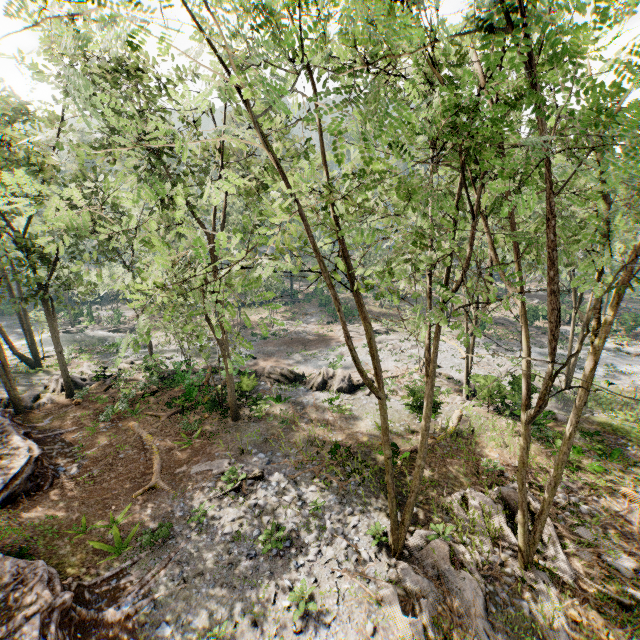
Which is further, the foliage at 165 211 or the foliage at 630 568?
the foliage at 630 568

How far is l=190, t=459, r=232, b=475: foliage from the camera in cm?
1564

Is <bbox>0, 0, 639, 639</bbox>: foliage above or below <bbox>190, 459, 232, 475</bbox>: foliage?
above

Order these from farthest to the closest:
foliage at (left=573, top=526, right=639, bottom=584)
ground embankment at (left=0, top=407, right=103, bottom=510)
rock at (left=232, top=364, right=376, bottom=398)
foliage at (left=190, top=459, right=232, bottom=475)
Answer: rock at (left=232, top=364, right=376, bottom=398), foliage at (left=190, top=459, right=232, bottom=475), ground embankment at (left=0, top=407, right=103, bottom=510), foliage at (left=573, top=526, right=639, bottom=584)

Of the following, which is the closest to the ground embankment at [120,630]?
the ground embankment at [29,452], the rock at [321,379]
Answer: the ground embankment at [29,452]

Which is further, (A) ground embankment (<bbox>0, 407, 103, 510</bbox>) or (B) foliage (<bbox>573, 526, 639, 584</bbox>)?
(A) ground embankment (<bbox>0, 407, 103, 510</bbox>)

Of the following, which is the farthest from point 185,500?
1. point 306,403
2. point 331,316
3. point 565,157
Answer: point 331,316

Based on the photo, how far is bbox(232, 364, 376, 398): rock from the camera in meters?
23.8
